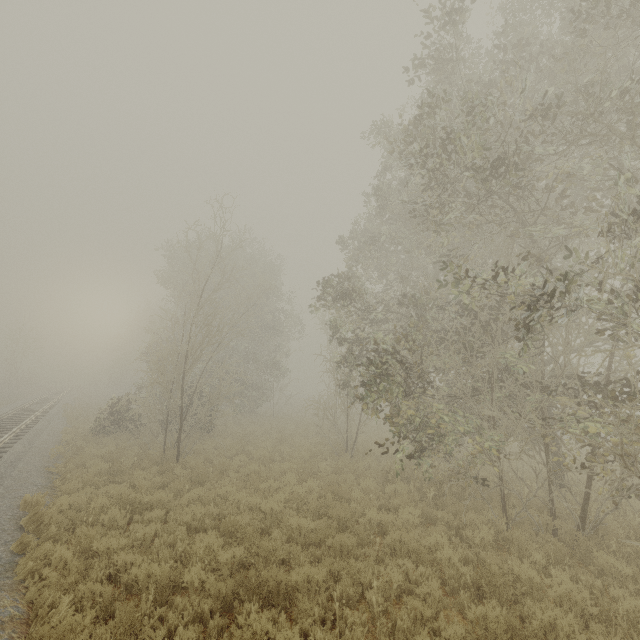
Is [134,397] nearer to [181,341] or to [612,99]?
[181,341]
